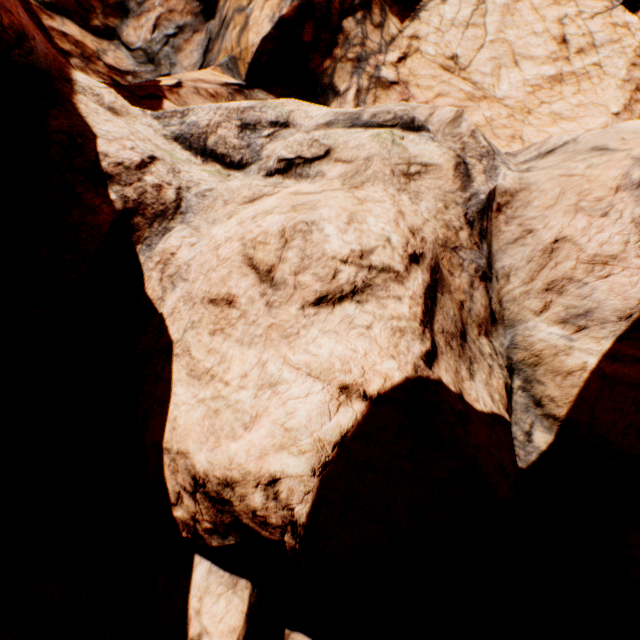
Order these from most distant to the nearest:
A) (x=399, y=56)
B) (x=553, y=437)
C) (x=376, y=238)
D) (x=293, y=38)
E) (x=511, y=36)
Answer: (x=511, y=36), (x=399, y=56), (x=293, y=38), (x=553, y=437), (x=376, y=238)
